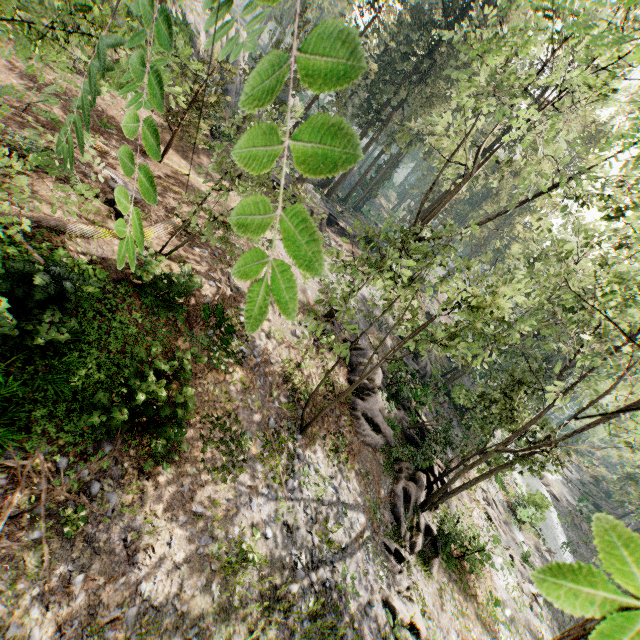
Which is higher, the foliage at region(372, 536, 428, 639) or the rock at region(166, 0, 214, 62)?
the rock at region(166, 0, 214, 62)

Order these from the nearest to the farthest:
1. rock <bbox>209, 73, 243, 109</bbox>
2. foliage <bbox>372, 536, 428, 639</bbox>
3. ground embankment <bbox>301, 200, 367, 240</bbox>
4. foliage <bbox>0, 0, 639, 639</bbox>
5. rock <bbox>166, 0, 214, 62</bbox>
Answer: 1. foliage <bbox>0, 0, 639, 639</bbox>
2. foliage <bbox>372, 536, 428, 639</bbox>
3. rock <bbox>166, 0, 214, 62</bbox>
4. ground embankment <bbox>301, 200, 367, 240</bbox>
5. rock <bbox>209, 73, 243, 109</bbox>

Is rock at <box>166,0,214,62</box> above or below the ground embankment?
above

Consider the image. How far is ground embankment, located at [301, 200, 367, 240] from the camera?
28.75m

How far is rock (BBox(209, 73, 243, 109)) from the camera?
33.8 meters

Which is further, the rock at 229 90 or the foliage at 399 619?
the rock at 229 90

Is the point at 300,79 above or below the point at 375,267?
above
